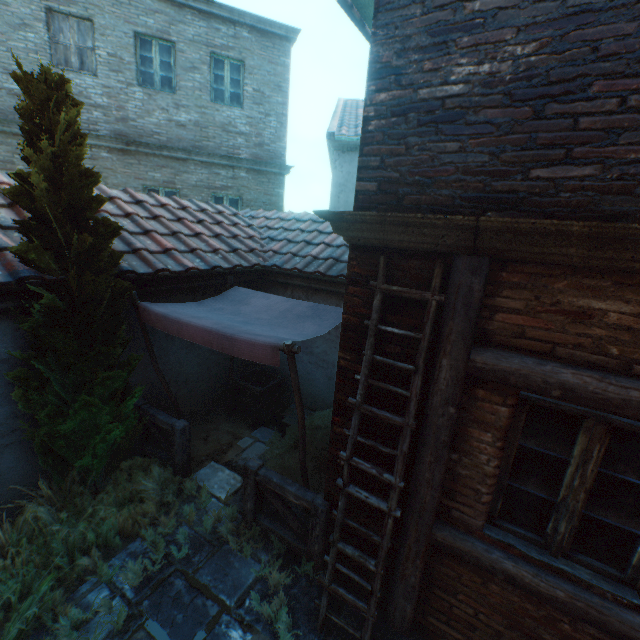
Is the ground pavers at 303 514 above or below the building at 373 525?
below

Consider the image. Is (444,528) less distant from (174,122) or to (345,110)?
(174,122)

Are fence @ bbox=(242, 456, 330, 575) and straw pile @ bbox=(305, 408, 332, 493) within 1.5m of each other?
yes

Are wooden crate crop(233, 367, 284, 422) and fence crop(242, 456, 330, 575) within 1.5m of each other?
no

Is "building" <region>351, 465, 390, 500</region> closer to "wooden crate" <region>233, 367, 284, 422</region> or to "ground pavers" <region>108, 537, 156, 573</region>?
"ground pavers" <region>108, 537, 156, 573</region>

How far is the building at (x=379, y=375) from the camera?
2.78m

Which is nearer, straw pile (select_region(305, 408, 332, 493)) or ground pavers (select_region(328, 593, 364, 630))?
ground pavers (select_region(328, 593, 364, 630))

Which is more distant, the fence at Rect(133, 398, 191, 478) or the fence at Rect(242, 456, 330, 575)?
the fence at Rect(133, 398, 191, 478)
